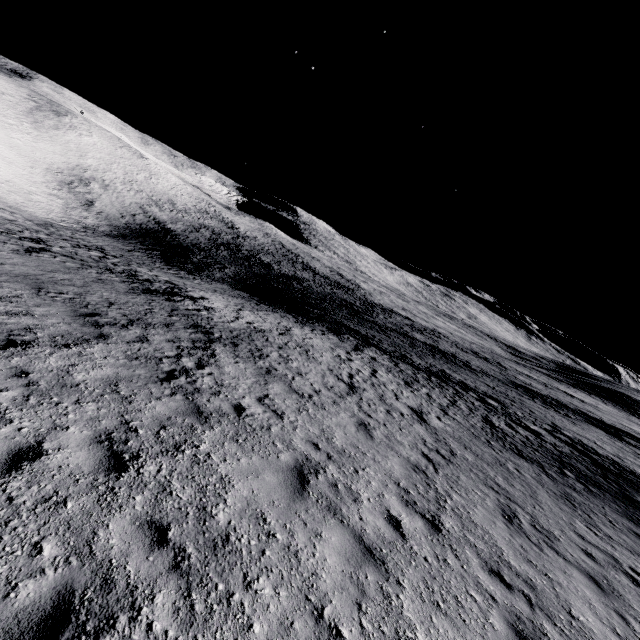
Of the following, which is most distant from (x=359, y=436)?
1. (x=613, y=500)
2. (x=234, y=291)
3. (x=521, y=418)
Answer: (x=234, y=291)
